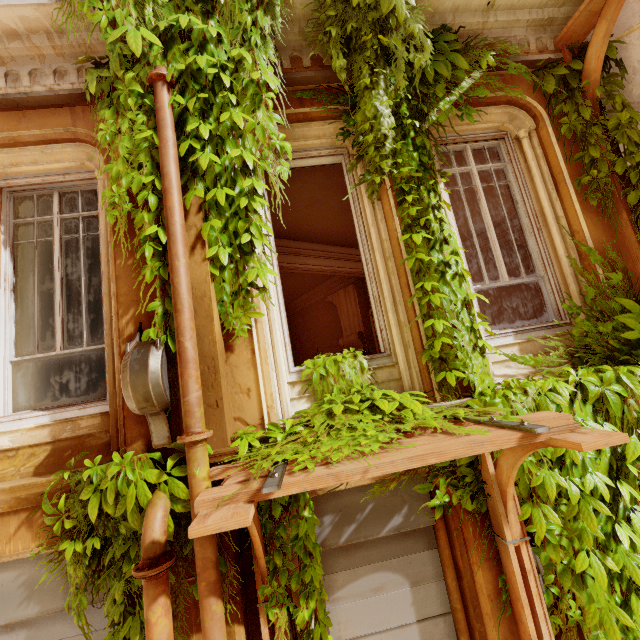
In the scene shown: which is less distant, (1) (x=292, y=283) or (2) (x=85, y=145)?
(2) (x=85, y=145)

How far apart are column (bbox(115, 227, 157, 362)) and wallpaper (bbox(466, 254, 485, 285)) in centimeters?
848cm

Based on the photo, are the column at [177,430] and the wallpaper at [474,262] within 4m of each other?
no

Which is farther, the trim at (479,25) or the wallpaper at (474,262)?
the wallpaper at (474,262)

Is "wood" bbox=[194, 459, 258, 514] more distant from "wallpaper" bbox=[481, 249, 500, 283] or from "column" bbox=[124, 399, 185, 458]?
"wallpaper" bbox=[481, 249, 500, 283]

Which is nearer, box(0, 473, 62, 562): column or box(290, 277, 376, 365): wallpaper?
box(0, 473, 62, 562): column

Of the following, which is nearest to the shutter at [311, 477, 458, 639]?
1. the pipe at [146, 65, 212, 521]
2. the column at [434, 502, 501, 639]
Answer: the column at [434, 502, 501, 639]

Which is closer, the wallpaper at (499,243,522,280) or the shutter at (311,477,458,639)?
the shutter at (311,477,458,639)
